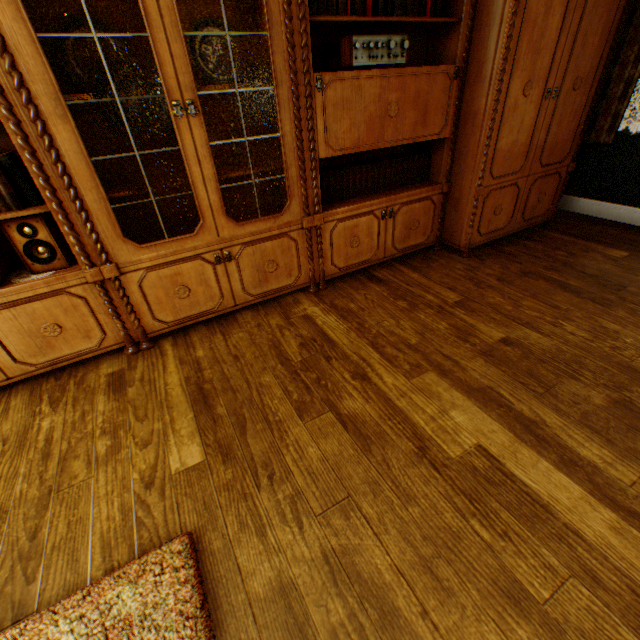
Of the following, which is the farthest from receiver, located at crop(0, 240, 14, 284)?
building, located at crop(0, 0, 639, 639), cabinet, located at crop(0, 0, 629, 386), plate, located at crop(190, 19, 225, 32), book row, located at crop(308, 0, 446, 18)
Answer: book row, located at crop(308, 0, 446, 18)

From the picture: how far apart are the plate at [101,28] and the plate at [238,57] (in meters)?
0.39

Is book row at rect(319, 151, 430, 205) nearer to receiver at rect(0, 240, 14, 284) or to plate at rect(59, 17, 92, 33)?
plate at rect(59, 17, 92, 33)

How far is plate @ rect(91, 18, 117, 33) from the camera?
1.6 meters

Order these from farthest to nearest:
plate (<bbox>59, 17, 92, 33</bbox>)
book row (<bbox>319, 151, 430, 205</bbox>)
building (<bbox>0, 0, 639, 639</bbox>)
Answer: book row (<bbox>319, 151, 430, 205</bbox>) < plate (<bbox>59, 17, 92, 33</bbox>) < building (<bbox>0, 0, 639, 639</bbox>)

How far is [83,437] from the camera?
1.6 meters

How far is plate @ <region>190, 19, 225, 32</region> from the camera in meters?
1.8 m

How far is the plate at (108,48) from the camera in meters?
1.7 m
